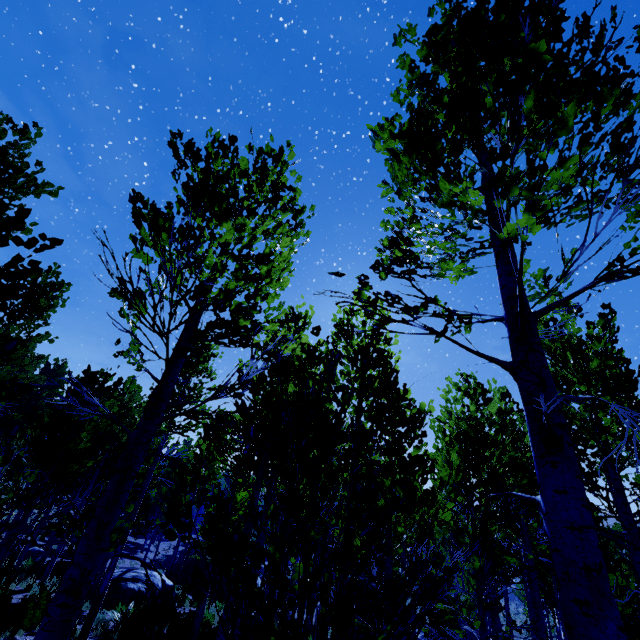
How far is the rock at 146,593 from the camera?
14.0m

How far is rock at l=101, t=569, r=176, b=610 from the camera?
14.0 meters

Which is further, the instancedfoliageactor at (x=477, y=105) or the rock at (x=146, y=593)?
the rock at (x=146, y=593)

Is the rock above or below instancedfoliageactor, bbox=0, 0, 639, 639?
below

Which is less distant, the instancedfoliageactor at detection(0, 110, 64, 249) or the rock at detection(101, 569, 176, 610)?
the instancedfoliageactor at detection(0, 110, 64, 249)

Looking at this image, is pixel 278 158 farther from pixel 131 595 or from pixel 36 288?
pixel 131 595
